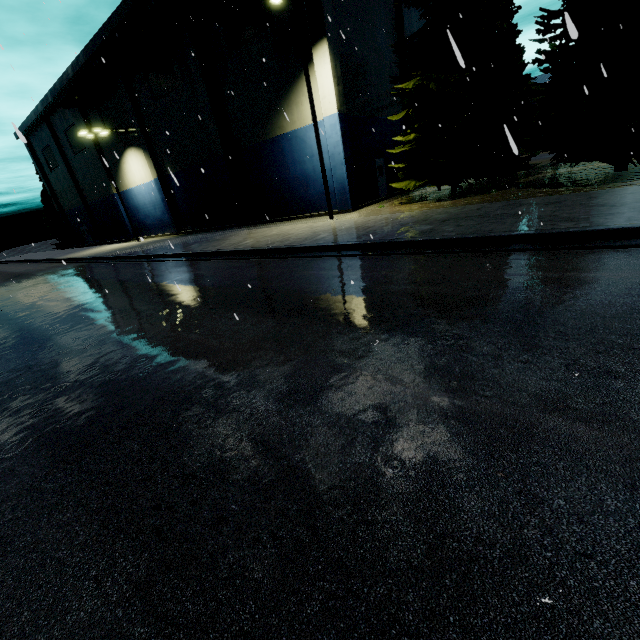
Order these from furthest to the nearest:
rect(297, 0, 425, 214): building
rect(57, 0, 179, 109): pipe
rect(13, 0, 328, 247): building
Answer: rect(57, 0, 179, 109): pipe, rect(13, 0, 328, 247): building, rect(297, 0, 425, 214): building

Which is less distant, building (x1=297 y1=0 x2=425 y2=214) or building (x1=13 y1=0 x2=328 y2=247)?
building (x1=297 y1=0 x2=425 y2=214)

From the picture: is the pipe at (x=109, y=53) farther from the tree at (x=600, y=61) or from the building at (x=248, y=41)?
the tree at (x=600, y=61)

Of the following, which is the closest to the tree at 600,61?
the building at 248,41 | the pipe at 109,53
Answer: the pipe at 109,53

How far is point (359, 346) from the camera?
4.4 meters

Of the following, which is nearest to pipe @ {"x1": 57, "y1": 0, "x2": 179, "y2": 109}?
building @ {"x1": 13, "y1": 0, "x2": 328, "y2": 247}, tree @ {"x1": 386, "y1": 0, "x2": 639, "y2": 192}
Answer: building @ {"x1": 13, "y1": 0, "x2": 328, "y2": 247}
